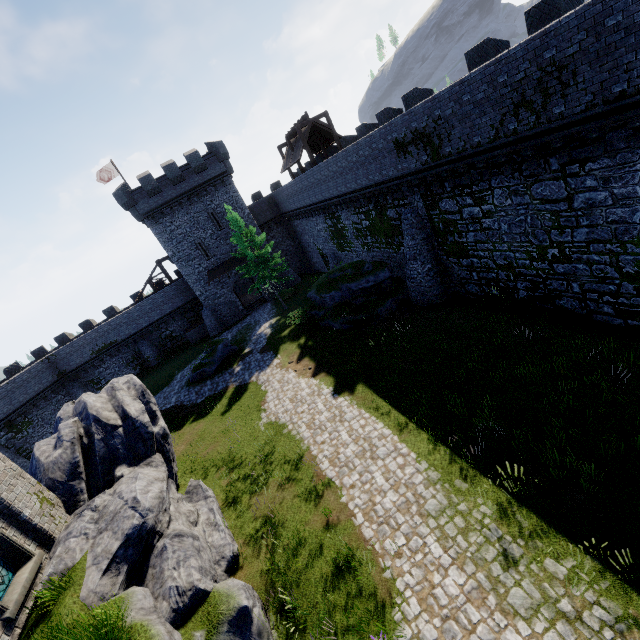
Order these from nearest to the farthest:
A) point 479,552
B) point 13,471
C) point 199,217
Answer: point 479,552
point 13,471
point 199,217

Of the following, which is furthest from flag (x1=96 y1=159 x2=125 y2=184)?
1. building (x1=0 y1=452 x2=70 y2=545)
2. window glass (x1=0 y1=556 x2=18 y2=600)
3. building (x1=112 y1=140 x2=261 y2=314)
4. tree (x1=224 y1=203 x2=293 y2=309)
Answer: window glass (x1=0 y1=556 x2=18 y2=600)

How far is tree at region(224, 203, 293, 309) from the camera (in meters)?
27.72

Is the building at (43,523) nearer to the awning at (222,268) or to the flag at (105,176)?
the awning at (222,268)

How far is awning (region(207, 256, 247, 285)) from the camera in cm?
3528

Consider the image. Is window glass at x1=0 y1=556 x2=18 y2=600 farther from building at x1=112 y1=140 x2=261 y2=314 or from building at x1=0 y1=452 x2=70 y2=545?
building at x1=112 y1=140 x2=261 y2=314

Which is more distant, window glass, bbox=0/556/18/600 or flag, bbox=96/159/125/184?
flag, bbox=96/159/125/184

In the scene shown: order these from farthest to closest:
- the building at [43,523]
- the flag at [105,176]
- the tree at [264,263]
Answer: the flag at [105,176], the tree at [264,263], the building at [43,523]
